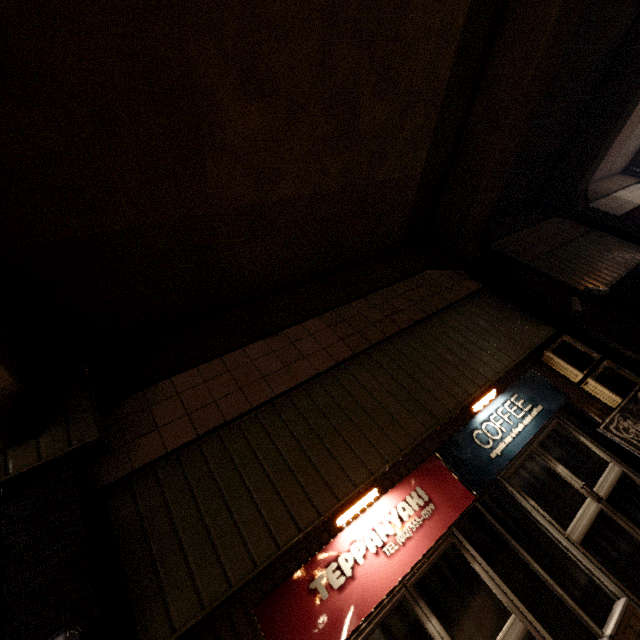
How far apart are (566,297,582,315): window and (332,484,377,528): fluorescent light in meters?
5.6 m

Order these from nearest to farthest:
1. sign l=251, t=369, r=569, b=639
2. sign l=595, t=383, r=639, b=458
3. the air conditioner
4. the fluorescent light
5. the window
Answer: sign l=251, t=369, r=569, b=639 < the fluorescent light < sign l=595, t=383, r=639, b=458 < the air conditioner < the window

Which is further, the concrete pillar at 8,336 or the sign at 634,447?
the sign at 634,447

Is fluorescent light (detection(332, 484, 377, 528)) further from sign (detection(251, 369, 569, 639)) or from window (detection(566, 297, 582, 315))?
window (detection(566, 297, 582, 315))

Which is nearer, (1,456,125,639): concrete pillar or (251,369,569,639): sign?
(1,456,125,639): concrete pillar

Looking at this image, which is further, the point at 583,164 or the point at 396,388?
the point at 583,164

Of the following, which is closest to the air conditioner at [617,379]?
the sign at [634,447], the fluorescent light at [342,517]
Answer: the sign at [634,447]

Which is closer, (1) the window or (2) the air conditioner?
(2) the air conditioner
